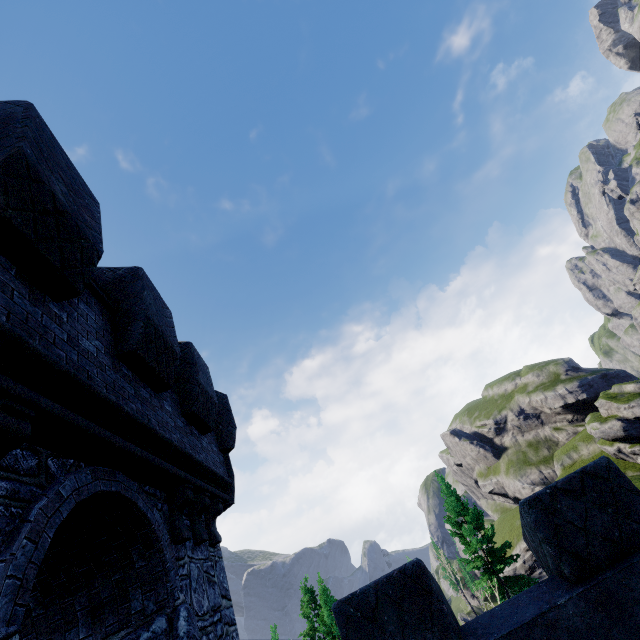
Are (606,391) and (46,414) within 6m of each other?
no
